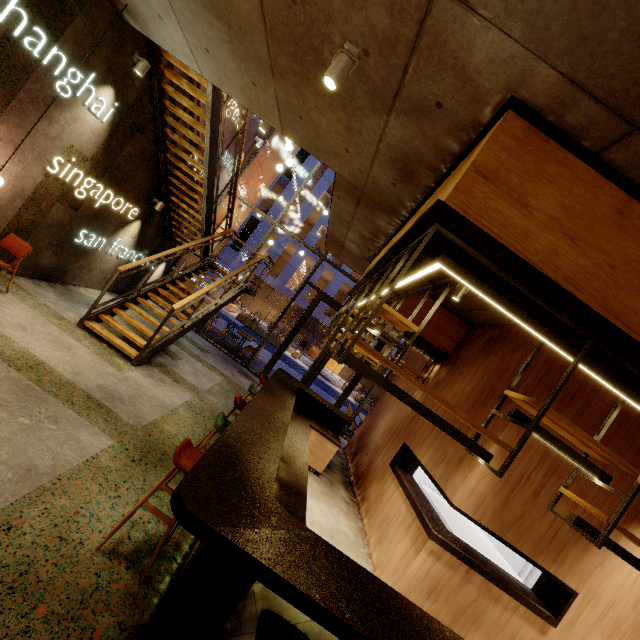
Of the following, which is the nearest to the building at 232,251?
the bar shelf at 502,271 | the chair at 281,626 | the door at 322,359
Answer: the door at 322,359

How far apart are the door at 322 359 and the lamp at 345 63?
8.2 meters

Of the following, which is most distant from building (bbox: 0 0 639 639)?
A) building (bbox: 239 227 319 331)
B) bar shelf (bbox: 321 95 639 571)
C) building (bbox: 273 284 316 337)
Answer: building (bbox: 273 284 316 337)

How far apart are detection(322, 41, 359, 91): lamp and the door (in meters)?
8.18

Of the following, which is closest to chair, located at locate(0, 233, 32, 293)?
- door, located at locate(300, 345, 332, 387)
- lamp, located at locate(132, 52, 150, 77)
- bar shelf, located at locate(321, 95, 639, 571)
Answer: lamp, located at locate(132, 52, 150, 77)

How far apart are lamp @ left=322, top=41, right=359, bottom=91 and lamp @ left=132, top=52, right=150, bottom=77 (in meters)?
4.51

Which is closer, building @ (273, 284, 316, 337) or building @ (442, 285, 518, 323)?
building @ (442, 285, 518, 323)

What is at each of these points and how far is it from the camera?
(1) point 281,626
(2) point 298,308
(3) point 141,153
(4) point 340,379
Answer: (1) chair, 1.9m
(2) building, 34.8m
(3) building, 6.8m
(4) building, 29.8m
